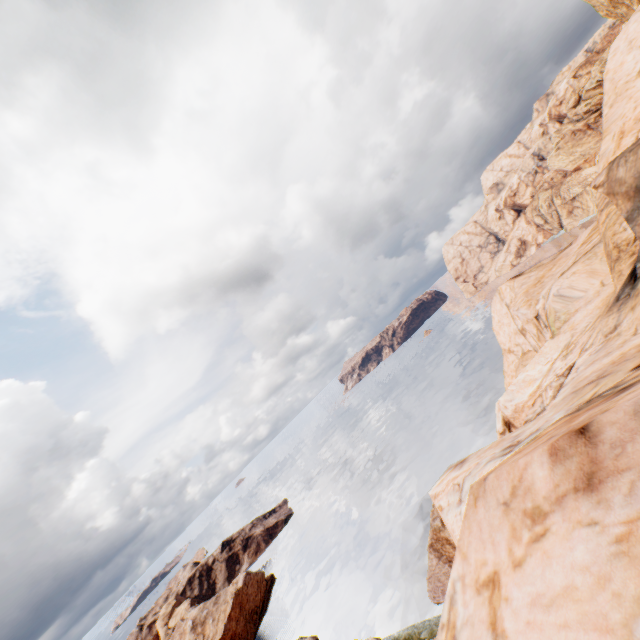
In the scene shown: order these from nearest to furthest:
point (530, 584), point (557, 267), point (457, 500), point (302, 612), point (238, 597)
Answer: point (530, 584), point (457, 500), point (557, 267), point (302, 612), point (238, 597)

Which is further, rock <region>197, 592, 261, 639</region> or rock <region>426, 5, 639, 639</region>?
rock <region>197, 592, 261, 639</region>

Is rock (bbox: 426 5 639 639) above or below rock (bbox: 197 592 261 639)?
above

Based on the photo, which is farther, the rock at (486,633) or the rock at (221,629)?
the rock at (221,629)

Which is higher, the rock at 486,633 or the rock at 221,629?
the rock at 486,633
